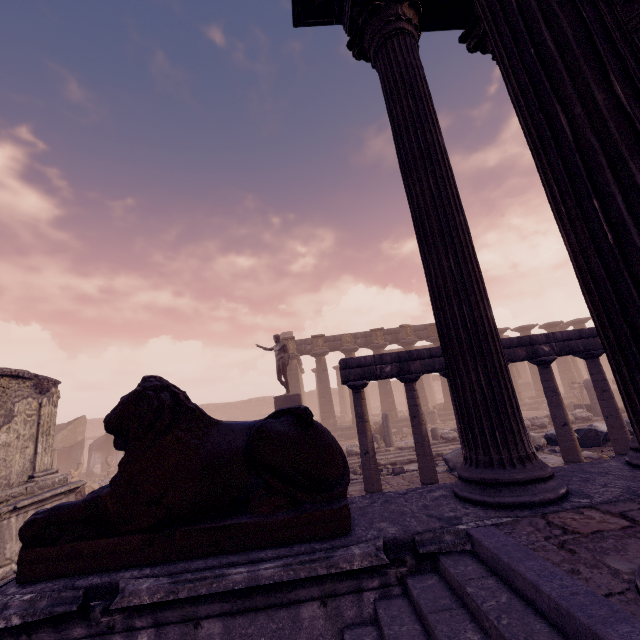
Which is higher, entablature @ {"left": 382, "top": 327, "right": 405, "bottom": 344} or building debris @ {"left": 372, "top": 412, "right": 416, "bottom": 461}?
entablature @ {"left": 382, "top": 327, "right": 405, "bottom": 344}

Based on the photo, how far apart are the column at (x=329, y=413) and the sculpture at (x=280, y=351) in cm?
806

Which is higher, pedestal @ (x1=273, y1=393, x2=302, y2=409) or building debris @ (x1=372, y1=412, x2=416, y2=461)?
pedestal @ (x1=273, y1=393, x2=302, y2=409)

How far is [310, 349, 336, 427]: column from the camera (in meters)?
22.31

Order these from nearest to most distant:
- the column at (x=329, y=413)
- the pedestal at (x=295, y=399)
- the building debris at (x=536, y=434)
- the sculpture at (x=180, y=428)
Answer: the sculpture at (x=180, y=428)
the building debris at (x=536, y=434)
the pedestal at (x=295, y=399)
the column at (x=329, y=413)

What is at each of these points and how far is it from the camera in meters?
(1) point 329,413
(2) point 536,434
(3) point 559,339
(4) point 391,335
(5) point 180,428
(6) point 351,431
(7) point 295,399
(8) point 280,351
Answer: (1) column, 22.4
(2) building debris, 9.3
(3) entablature, 7.4
(4) entablature, 23.9
(5) sculpture, 2.2
(6) building base, 21.8
(7) pedestal, 14.0
(8) sculpture, 14.7

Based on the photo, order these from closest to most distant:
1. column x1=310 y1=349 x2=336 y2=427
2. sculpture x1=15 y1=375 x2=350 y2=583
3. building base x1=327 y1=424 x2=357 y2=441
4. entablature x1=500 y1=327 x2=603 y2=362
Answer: sculpture x1=15 y1=375 x2=350 y2=583, entablature x1=500 y1=327 x2=603 y2=362, building base x1=327 y1=424 x2=357 y2=441, column x1=310 y1=349 x2=336 y2=427

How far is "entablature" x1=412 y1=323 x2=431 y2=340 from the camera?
23.9m
